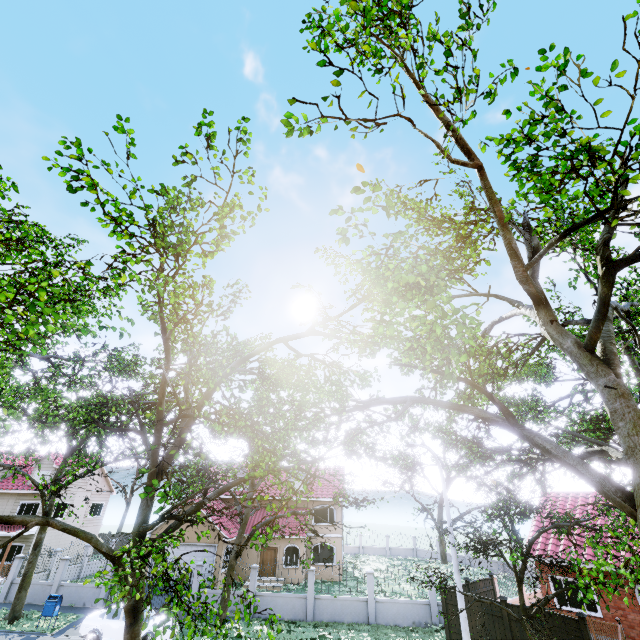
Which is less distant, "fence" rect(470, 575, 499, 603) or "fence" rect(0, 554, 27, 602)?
"fence" rect(470, 575, 499, 603)

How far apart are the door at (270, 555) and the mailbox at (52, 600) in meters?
14.3 m

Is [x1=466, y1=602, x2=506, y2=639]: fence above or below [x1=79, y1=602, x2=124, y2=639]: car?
above

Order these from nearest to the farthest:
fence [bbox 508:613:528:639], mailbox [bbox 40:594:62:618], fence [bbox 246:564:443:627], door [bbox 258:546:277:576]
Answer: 1. fence [bbox 508:613:528:639]
2. mailbox [bbox 40:594:62:618]
3. fence [bbox 246:564:443:627]
4. door [bbox 258:546:277:576]

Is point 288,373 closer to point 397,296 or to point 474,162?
point 397,296

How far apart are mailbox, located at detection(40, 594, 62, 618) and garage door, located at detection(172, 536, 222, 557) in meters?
7.8

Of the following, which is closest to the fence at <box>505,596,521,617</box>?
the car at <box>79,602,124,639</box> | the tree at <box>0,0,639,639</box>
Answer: the tree at <box>0,0,639,639</box>

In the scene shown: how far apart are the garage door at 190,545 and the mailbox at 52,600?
7.8 meters
